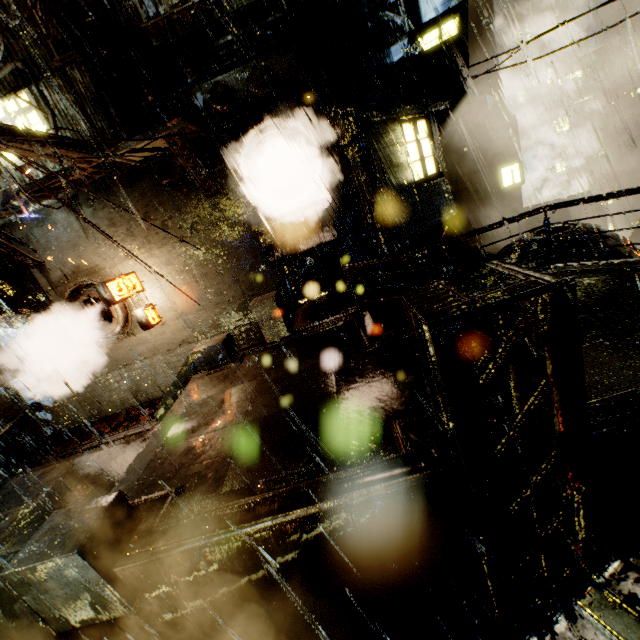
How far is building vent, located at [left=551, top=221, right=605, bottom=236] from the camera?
12.8 meters

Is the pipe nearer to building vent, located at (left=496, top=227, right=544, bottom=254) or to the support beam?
the support beam

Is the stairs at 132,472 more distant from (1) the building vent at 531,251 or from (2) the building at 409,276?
(1) the building vent at 531,251

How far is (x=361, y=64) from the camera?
12.3 meters

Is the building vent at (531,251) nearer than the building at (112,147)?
No

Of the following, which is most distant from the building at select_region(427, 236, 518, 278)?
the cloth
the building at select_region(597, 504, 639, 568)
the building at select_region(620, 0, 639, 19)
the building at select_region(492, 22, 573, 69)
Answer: the building at select_region(620, 0, 639, 19)

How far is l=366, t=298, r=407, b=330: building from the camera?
9.06m
